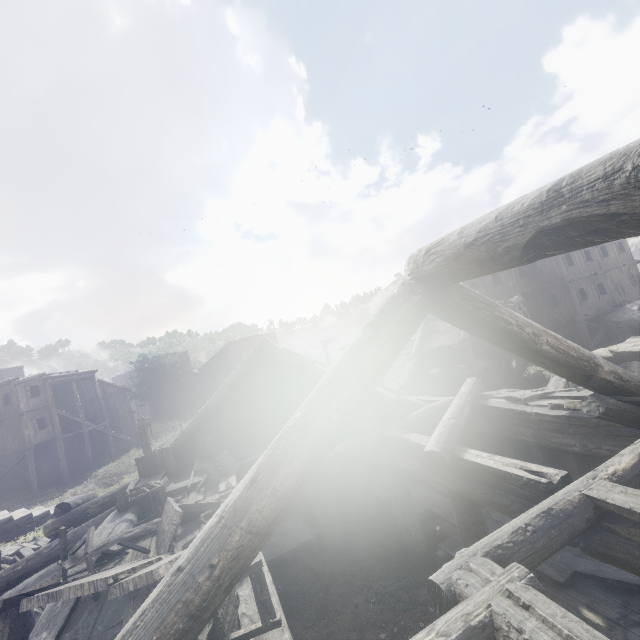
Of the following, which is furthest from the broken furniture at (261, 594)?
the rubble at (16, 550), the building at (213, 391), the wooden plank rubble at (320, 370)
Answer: the rubble at (16, 550)

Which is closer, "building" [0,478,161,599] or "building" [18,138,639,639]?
"building" [18,138,639,639]

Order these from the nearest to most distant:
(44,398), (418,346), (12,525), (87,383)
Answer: (12,525)
(418,346)
(44,398)
(87,383)

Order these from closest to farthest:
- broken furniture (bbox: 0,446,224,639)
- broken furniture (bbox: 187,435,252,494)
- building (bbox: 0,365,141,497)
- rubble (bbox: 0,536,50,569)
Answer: broken furniture (bbox: 0,446,224,639)
broken furniture (bbox: 187,435,252,494)
rubble (bbox: 0,536,50,569)
building (bbox: 0,365,141,497)

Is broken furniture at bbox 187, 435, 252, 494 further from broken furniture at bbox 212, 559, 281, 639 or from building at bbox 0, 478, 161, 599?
broken furniture at bbox 212, 559, 281, 639

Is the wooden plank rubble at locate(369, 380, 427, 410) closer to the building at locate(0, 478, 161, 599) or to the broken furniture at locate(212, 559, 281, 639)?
the building at locate(0, 478, 161, 599)

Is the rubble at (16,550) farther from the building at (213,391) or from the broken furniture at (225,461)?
the broken furniture at (225,461)
